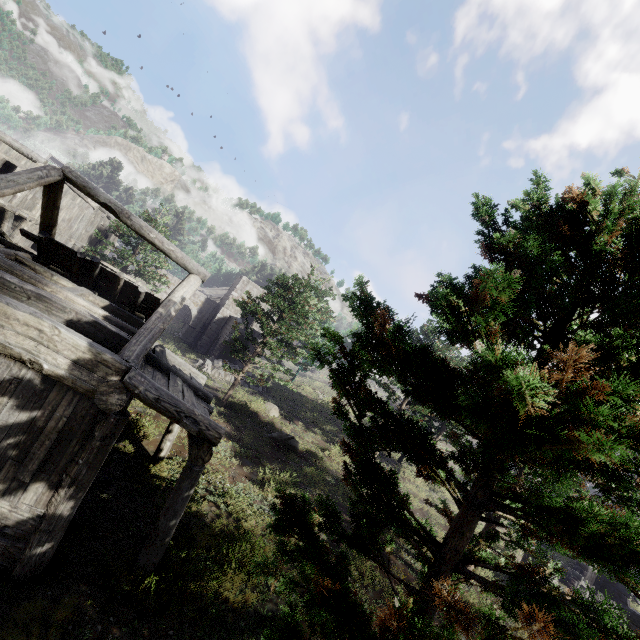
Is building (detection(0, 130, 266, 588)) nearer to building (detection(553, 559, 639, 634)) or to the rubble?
building (detection(553, 559, 639, 634))

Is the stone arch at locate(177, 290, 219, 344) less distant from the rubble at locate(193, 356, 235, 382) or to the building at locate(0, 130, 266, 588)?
the building at locate(0, 130, 266, 588)

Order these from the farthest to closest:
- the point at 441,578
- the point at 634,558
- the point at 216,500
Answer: the point at 216,500 → the point at 441,578 → the point at 634,558

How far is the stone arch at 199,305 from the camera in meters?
36.6 m

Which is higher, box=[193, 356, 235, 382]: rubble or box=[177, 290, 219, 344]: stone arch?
box=[177, 290, 219, 344]: stone arch

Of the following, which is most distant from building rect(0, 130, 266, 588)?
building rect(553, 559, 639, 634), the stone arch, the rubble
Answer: the rubble

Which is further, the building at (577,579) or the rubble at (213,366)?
the rubble at (213,366)
